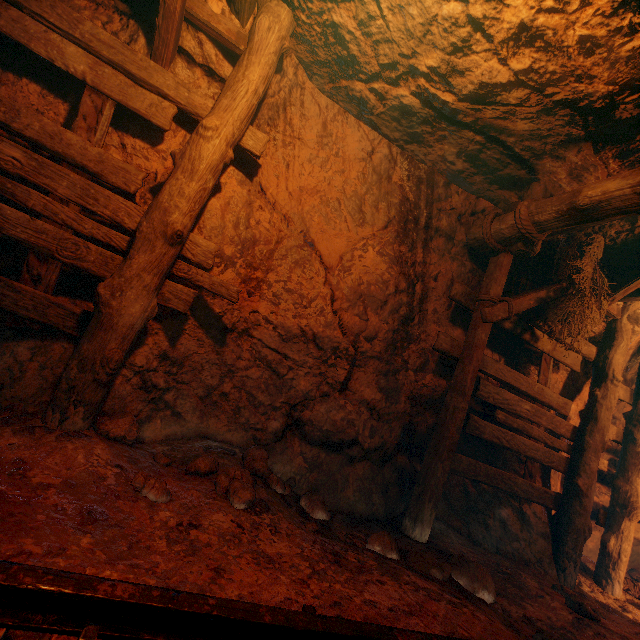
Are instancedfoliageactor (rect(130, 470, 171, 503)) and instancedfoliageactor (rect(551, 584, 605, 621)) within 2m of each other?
no

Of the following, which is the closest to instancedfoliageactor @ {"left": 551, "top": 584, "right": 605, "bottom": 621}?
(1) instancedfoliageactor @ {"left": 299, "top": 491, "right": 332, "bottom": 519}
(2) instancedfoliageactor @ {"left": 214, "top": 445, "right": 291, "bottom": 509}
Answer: (1) instancedfoliageactor @ {"left": 299, "top": 491, "right": 332, "bottom": 519}

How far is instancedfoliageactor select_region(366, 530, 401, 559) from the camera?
2.75m

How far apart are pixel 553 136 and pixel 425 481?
4.0 meters

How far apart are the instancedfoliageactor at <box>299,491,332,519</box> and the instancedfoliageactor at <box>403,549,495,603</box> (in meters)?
0.45

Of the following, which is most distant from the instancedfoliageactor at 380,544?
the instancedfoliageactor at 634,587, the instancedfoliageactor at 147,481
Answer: the instancedfoliageactor at 634,587

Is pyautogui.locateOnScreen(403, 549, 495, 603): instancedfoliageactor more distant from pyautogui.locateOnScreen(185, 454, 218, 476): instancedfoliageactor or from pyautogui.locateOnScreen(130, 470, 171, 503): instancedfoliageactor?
pyautogui.locateOnScreen(130, 470, 171, 503): instancedfoliageactor

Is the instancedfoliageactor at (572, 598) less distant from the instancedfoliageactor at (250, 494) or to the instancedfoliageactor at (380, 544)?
the instancedfoliageactor at (380, 544)
